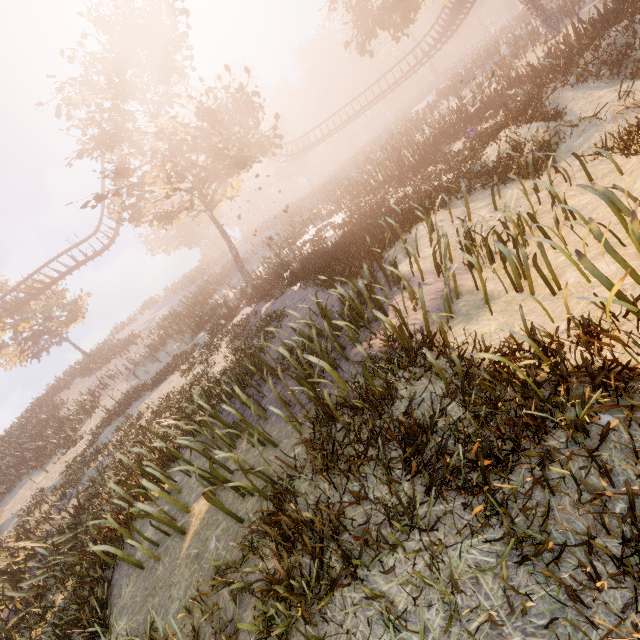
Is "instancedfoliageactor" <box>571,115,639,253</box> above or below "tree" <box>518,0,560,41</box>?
below

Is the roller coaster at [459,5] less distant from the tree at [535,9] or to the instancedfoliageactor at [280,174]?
the tree at [535,9]

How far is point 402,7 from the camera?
20.5 meters

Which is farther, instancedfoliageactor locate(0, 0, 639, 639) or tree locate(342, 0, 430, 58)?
tree locate(342, 0, 430, 58)

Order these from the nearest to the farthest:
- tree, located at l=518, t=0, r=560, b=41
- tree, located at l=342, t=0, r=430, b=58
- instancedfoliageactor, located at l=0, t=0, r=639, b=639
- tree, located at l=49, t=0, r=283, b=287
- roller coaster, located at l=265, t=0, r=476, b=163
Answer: instancedfoliageactor, located at l=0, t=0, r=639, b=639 → tree, located at l=49, t=0, r=283, b=287 → tree, located at l=518, t=0, r=560, b=41 → tree, located at l=342, t=0, r=430, b=58 → roller coaster, located at l=265, t=0, r=476, b=163

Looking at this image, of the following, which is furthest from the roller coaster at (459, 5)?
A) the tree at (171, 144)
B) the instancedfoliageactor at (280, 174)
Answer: the instancedfoliageactor at (280, 174)

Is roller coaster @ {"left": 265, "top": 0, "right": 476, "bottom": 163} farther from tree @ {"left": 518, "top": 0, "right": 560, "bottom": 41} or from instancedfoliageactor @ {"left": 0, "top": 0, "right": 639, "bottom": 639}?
instancedfoliageactor @ {"left": 0, "top": 0, "right": 639, "bottom": 639}

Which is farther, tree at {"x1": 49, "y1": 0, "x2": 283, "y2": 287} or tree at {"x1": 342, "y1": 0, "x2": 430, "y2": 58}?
tree at {"x1": 342, "y1": 0, "x2": 430, "y2": 58}
